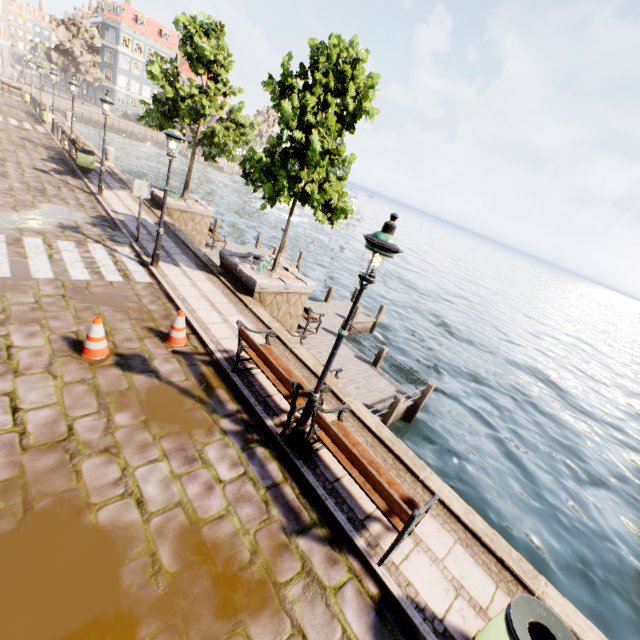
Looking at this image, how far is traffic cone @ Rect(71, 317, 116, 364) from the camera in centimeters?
541cm

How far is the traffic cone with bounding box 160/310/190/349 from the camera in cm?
651

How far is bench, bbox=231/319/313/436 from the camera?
5.1 meters

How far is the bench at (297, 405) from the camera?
5.07m

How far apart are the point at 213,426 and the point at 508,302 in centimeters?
4792cm

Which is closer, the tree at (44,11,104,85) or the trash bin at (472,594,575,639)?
the trash bin at (472,594,575,639)

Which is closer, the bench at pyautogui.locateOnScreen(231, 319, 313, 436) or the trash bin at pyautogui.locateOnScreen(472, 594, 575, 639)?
the trash bin at pyautogui.locateOnScreen(472, 594, 575, 639)

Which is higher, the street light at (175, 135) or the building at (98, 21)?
the building at (98, 21)
